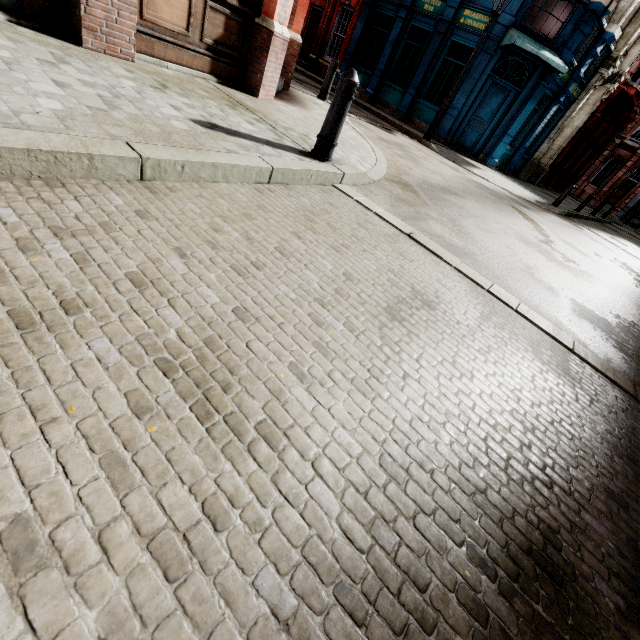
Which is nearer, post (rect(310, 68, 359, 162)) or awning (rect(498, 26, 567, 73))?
post (rect(310, 68, 359, 162))

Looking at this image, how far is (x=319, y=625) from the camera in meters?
0.9

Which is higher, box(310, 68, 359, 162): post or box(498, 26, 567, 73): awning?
box(498, 26, 567, 73): awning

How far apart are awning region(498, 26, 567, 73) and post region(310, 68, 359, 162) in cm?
1250

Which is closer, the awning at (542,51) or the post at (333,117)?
the post at (333,117)

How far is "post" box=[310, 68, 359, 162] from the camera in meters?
3.6

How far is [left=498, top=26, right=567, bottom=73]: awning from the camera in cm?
1159

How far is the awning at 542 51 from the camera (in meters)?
11.59
